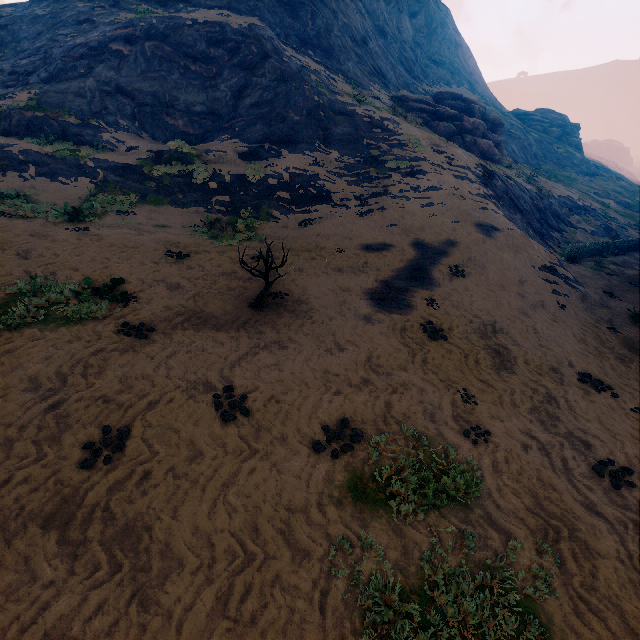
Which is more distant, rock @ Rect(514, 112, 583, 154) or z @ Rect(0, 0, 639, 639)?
rock @ Rect(514, 112, 583, 154)

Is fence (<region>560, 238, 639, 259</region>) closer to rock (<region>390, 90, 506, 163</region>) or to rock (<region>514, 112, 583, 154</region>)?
rock (<region>390, 90, 506, 163</region>)

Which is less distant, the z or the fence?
the z

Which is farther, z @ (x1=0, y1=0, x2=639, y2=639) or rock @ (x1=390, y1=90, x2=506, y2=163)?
rock @ (x1=390, y1=90, x2=506, y2=163)

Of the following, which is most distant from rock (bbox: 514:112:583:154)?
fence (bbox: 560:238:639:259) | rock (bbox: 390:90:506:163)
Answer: fence (bbox: 560:238:639:259)

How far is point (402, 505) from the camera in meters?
4.4

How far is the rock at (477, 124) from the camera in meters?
27.9 m

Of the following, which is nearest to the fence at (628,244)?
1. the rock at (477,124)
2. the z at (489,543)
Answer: the z at (489,543)
